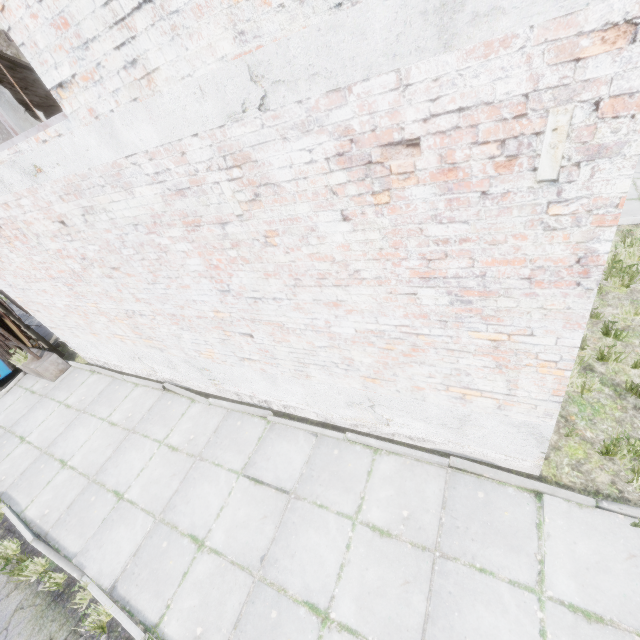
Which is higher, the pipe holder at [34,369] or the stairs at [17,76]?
the stairs at [17,76]

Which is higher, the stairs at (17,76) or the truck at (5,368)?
the stairs at (17,76)

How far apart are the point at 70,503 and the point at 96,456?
0.9m

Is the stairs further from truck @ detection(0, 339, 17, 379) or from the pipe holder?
truck @ detection(0, 339, 17, 379)

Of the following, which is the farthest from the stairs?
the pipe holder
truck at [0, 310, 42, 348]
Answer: truck at [0, 310, 42, 348]

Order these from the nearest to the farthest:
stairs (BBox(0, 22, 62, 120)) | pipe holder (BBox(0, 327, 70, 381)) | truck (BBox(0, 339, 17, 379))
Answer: stairs (BBox(0, 22, 62, 120)) → pipe holder (BBox(0, 327, 70, 381)) → truck (BBox(0, 339, 17, 379))

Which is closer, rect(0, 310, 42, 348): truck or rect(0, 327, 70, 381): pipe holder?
rect(0, 327, 70, 381): pipe holder
